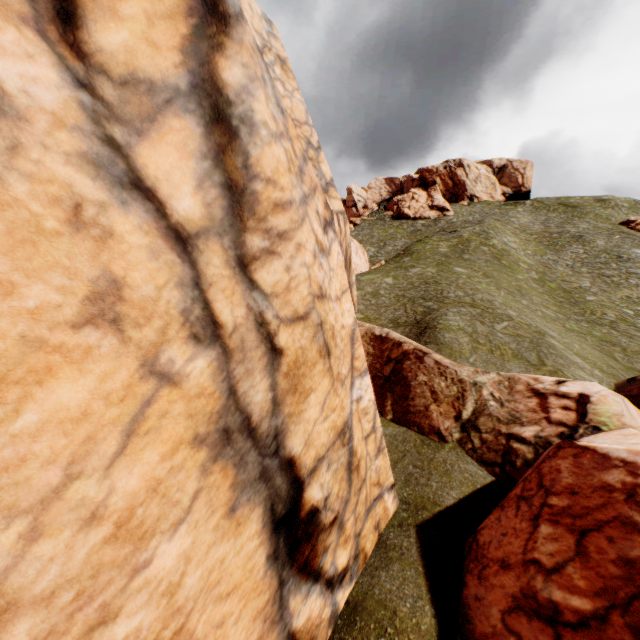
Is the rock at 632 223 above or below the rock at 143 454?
above

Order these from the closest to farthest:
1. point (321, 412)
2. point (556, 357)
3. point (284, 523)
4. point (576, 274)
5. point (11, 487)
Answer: point (11, 487) → point (284, 523) → point (321, 412) → point (556, 357) → point (576, 274)

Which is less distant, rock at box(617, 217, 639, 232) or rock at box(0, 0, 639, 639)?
rock at box(0, 0, 639, 639)

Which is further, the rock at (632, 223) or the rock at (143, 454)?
the rock at (632, 223)

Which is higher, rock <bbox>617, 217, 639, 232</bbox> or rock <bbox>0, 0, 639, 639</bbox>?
rock <bbox>617, 217, 639, 232</bbox>
